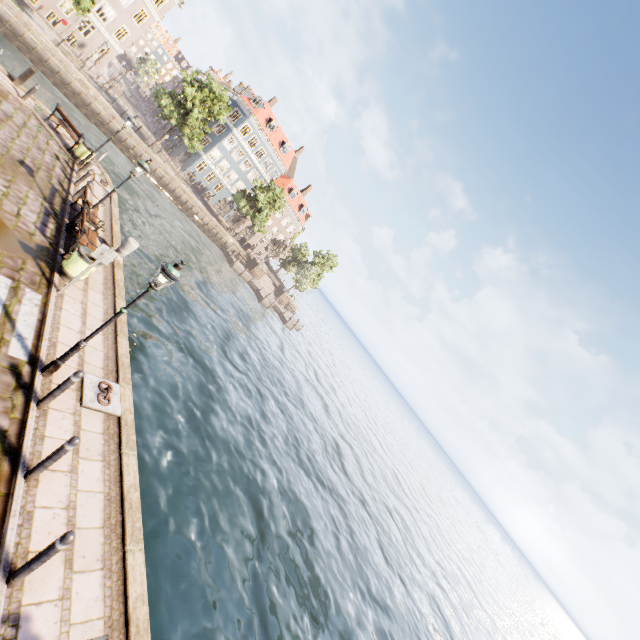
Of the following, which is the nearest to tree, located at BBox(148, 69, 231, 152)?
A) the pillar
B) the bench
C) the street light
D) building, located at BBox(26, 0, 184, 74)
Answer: building, located at BBox(26, 0, 184, 74)

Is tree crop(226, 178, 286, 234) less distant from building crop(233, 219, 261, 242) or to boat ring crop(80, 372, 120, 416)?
building crop(233, 219, 261, 242)

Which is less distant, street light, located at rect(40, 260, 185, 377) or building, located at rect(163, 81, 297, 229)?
street light, located at rect(40, 260, 185, 377)

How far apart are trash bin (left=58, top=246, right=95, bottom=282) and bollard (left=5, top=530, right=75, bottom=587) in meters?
7.5

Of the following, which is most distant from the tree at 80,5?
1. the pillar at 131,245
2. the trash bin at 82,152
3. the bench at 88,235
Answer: the pillar at 131,245

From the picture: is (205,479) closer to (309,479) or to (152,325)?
(152,325)

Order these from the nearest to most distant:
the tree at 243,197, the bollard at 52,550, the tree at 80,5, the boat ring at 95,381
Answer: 1. the bollard at 52,550
2. the boat ring at 95,381
3. the tree at 80,5
4. the tree at 243,197

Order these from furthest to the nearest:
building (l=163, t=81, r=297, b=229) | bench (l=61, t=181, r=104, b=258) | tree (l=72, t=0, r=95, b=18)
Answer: building (l=163, t=81, r=297, b=229) → tree (l=72, t=0, r=95, b=18) → bench (l=61, t=181, r=104, b=258)
